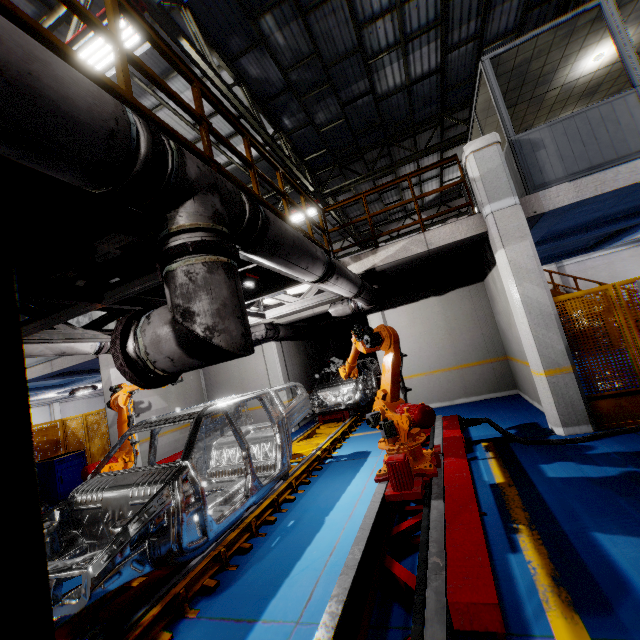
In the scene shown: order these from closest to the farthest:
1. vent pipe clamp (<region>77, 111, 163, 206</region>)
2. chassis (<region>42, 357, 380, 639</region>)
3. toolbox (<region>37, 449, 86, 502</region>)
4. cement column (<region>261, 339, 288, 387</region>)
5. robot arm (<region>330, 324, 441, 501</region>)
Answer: vent pipe clamp (<region>77, 111, 163, 206</region>)
chassis (<region>42, 357, 380, 639</region>)
robot arm (<region>330, 324, 441, 501</region>)
toolbox (<region>37, 449, 86, 502</region>)
cement column (<region>261, 339, 288, 387</region>)

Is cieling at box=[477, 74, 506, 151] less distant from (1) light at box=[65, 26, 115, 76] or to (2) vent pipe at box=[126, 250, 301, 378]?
(2) vent pipe at box=[126, 250, 301, 378]

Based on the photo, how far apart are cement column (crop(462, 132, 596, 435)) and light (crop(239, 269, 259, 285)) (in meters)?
4.27

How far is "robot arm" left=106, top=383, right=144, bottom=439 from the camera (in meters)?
6.49

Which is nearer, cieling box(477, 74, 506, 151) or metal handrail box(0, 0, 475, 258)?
metal handrail box(0, 0, 475, 258)

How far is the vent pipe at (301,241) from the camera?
2.90m

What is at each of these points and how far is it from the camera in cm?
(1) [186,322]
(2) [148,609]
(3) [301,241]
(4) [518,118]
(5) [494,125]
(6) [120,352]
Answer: (1) vent pipe, 196
(2) platform, 296
(3) vent pipe, 364
(4) cieling, 844
(5) cieling, 849
(6) pipe cover, 208

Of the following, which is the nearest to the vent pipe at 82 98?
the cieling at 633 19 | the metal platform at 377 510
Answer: the metal platform at 377 510
